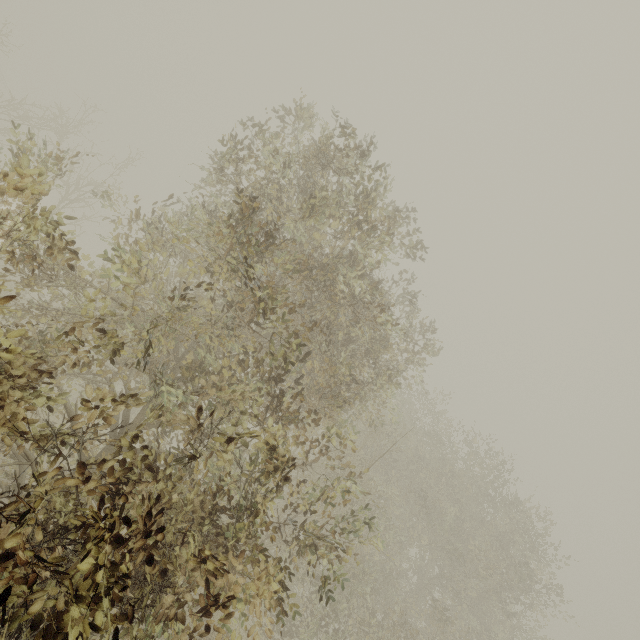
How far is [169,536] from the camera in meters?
4.2
